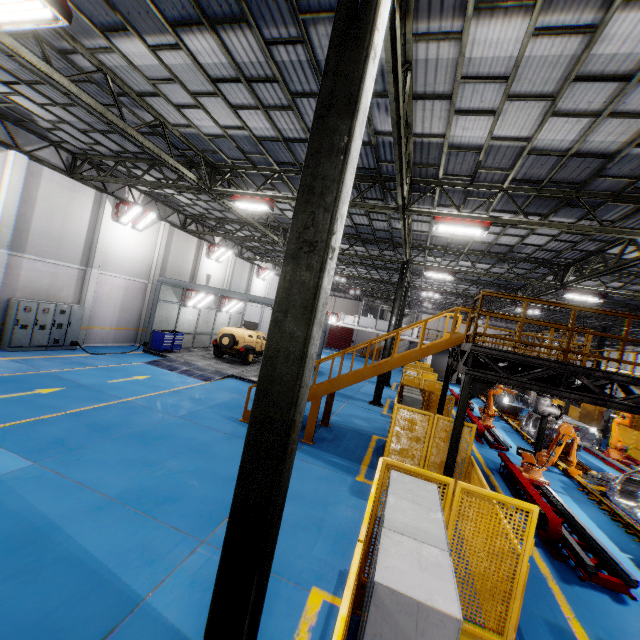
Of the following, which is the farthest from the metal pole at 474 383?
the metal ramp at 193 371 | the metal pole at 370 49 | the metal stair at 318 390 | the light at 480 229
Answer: the metal ramp at 193 371

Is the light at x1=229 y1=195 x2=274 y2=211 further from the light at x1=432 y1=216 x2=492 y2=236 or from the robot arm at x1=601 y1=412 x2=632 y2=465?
the robot arm at x1=601 y1=412 x2=632 y2=465

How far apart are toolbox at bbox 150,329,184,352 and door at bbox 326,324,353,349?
31.6m

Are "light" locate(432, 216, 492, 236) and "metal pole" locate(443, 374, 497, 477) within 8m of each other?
yes

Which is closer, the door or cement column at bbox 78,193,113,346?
cement column at bbox 78,193,113,346

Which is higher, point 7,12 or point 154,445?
point 7,12

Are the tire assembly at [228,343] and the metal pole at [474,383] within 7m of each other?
no

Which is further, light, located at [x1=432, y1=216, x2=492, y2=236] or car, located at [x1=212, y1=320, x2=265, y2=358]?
car, located at [x1=212, y1=320, x2=265, y2=358]
